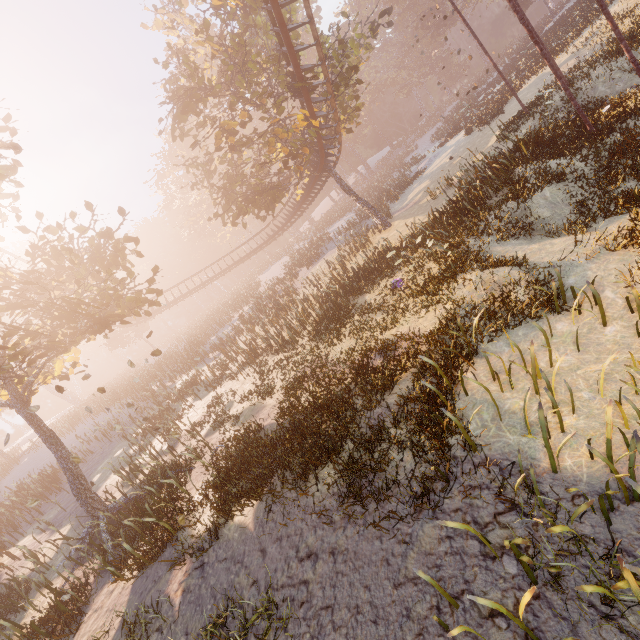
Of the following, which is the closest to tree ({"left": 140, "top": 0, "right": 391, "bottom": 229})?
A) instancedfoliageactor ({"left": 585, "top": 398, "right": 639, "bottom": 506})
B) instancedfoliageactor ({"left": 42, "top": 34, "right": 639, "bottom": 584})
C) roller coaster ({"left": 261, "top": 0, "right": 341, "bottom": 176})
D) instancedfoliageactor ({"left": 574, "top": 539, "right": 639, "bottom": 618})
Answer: roller coaster ({"left": 261, "top": 0, "right": 341, "bottom": 176})

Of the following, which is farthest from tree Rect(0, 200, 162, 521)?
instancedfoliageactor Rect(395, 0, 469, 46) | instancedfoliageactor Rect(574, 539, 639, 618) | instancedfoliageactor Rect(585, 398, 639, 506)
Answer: instancedfoliageactor Rect(574, 539, 639, 618)

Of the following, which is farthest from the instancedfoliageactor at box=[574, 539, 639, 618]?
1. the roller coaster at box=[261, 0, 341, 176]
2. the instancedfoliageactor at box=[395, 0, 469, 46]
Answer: the instancedfoliageactor at box=[395, 0, 469, 46]

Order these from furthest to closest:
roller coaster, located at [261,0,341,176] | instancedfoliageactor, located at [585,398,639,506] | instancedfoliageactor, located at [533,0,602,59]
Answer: instancedfoliageactor, located at [533,0,602,59] < roller coaster, located at [261,0,341,176] < instancedfoliageactor, located at [585,398,639,506]

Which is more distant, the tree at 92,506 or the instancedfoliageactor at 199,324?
the tree at 92,506

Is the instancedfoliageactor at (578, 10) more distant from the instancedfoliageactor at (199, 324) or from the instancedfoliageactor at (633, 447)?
the instancedfoliageactor at (633, 447)

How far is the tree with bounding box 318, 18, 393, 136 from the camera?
17.9m

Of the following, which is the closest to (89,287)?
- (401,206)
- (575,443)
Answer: (575,443)
